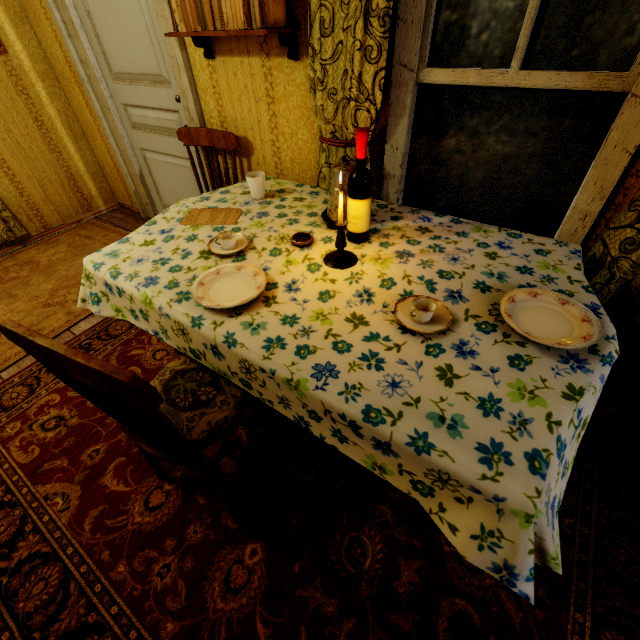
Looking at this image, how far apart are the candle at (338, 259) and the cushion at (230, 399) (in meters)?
0.64

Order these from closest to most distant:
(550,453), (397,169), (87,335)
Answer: (550,453) < (397,169) < (87,335)

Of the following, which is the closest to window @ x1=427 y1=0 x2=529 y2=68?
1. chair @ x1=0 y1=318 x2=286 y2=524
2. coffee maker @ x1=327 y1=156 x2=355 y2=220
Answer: coffee maker @ x1=327 y1=156 x2=355 y2=220

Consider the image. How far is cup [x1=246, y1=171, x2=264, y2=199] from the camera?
1.86m

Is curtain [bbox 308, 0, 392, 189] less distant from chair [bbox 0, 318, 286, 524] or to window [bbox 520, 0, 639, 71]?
window [bbox 520, 0, 639, 71]

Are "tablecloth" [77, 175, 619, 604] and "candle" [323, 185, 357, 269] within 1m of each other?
yes

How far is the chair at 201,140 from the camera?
2.3m

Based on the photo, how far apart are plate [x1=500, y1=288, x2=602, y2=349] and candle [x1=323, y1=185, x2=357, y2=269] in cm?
66
